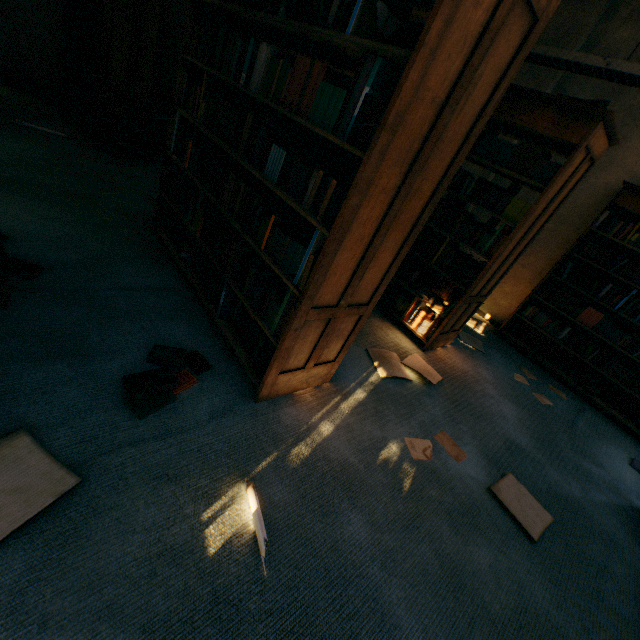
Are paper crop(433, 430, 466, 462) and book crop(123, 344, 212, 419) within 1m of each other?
no

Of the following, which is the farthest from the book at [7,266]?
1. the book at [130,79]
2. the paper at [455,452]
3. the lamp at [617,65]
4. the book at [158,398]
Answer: the lamp at [617,65]

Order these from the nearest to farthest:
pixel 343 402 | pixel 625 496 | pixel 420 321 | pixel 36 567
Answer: pixel 36 567, pixel 343 402, pixel 625 496, pixel 420 321

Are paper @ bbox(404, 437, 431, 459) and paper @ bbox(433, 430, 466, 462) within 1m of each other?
yes

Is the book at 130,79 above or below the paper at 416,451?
above

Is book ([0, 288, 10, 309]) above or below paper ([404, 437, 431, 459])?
above

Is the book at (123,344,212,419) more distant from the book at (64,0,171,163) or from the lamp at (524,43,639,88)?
the lamp at (524,43,639,88)

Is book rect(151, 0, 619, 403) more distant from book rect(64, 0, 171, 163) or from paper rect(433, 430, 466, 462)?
book rect(64, 0, 171, 163)
